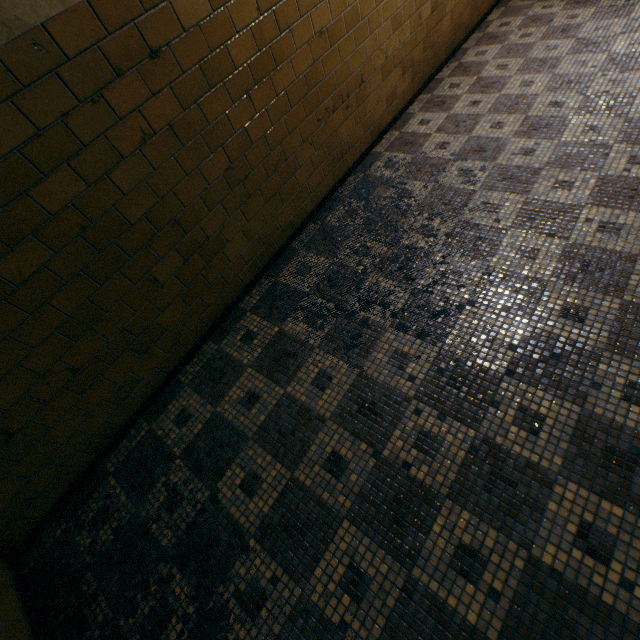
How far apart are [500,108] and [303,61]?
2.27m
